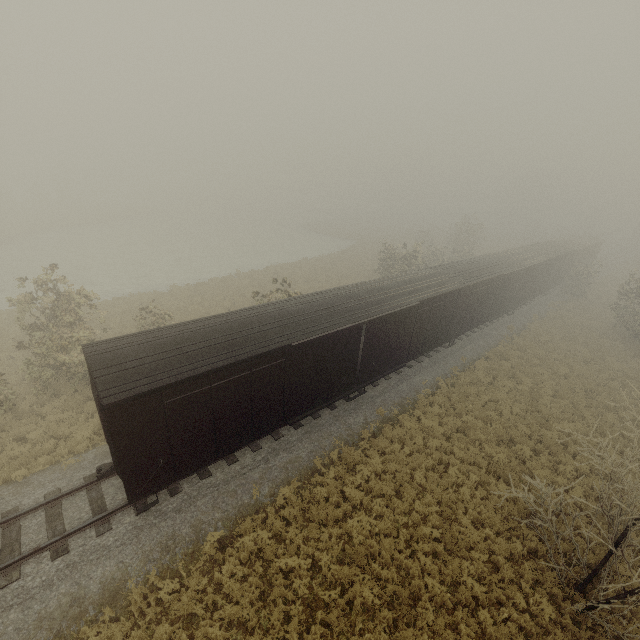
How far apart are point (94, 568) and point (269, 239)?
50.65m

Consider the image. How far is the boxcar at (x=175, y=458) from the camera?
8.76m

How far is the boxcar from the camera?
8.76m
